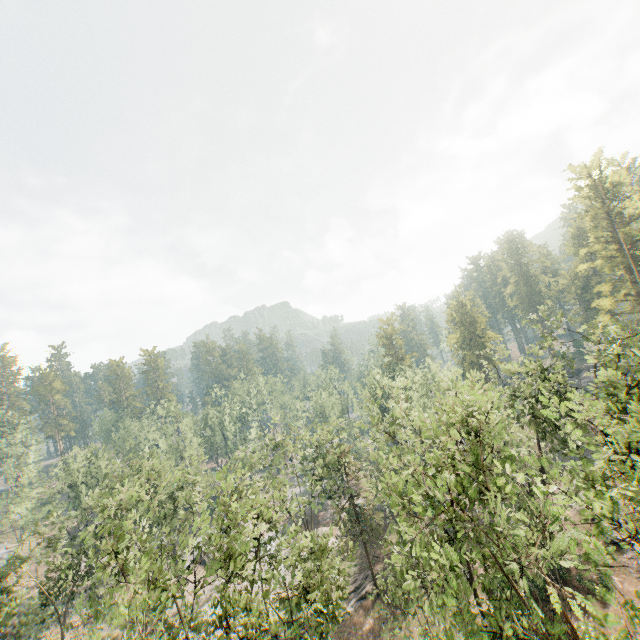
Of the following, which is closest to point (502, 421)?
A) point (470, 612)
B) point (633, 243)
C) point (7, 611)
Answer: point (470, 612)

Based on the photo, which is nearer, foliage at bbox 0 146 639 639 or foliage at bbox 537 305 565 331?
foliage at bbox 0 146 639 639

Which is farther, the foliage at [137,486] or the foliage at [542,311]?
the foliage at [542,311]

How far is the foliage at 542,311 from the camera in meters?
26.7

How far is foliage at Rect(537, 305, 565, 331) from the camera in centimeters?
2673cm
